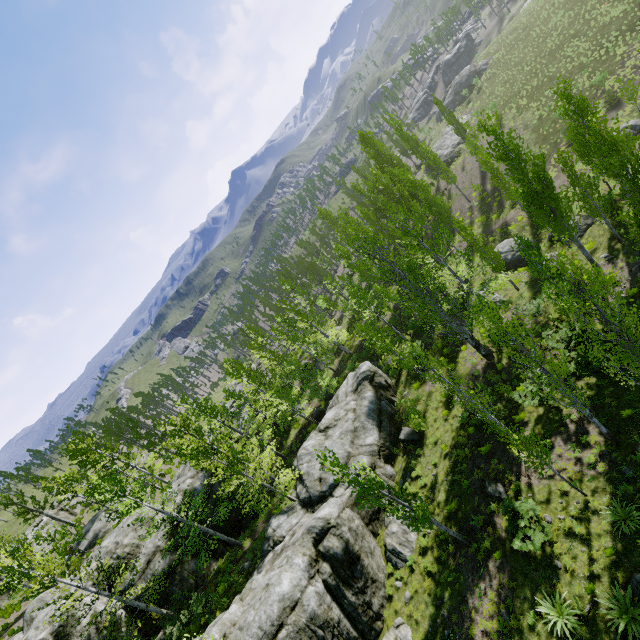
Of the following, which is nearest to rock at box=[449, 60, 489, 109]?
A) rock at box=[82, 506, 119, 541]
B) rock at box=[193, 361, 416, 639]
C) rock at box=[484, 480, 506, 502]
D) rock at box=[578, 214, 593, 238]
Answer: rock at box=[578, 214, 593, 238]

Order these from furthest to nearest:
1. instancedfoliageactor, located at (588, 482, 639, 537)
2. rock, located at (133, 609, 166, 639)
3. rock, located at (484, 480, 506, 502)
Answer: rock, located at (133, 609, 166, 639)
rock, located at (484, 480, 506, 502)
instancedfoliageactor, located at (588, 482, 639, 537)

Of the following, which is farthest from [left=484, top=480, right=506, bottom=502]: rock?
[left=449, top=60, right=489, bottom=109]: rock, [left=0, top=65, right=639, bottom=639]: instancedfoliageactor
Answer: [left=449, top=60, right=489, bottom=109]: rock

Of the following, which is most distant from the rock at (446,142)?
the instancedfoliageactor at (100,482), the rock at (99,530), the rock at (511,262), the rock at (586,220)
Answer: the rock at (99,530)

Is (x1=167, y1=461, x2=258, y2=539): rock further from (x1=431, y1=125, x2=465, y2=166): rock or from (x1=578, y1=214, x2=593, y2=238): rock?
(x1=431, y1=125, x2=465, y2=166): rock

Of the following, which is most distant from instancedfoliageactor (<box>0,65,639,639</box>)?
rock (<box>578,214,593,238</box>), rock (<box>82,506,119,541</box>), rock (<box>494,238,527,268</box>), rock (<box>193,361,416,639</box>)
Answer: rock (<box>82,506,119,541</box>)

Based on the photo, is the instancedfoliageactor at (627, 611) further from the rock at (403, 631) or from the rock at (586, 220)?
the rock at (586, 220)

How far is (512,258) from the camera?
27.95m
